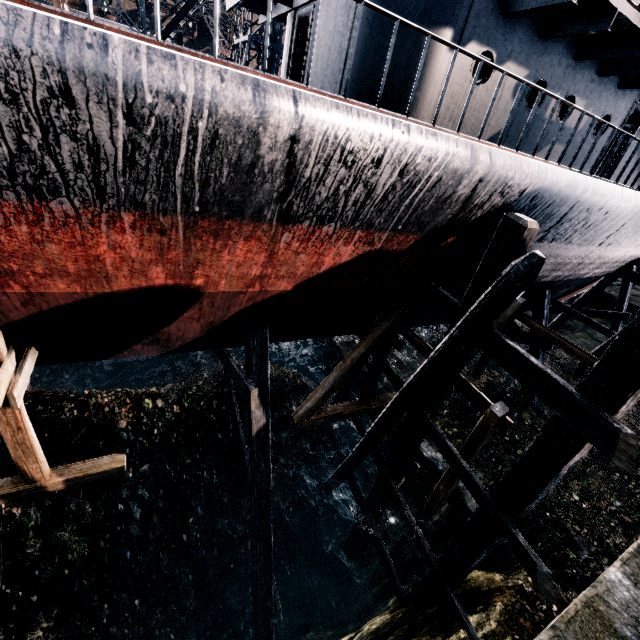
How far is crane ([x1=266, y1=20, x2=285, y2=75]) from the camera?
20.58m

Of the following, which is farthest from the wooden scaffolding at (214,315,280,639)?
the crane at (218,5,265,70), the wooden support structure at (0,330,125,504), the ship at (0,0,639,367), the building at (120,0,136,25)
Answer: the building at (120,0,136,25)

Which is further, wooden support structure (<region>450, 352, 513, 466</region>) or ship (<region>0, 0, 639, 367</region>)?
wooden support structure (<region>450, 352, 513, 466</region>)

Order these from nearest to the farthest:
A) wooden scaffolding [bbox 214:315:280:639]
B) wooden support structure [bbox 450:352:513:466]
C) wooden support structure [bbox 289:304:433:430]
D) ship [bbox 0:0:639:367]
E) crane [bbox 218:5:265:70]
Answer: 1. ship [bbox 0:0:639:367]
2. wooden support structure [bbox 450:352:513:466]
3. wooden scaffolding [bbox 214:315:280:639]
4. wooden support structure [bbox 289:304:433:430]
5. crane [bbox 218:5:265:70]

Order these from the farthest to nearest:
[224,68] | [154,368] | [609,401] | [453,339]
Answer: [154,368], [453,339], [609,401], [224,68]

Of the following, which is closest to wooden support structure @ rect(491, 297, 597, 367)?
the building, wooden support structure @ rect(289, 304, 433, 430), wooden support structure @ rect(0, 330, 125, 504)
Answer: wooden support structure @ rect(289, 304, 433, 430)

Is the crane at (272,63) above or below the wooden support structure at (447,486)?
above

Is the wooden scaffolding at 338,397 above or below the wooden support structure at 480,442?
below
